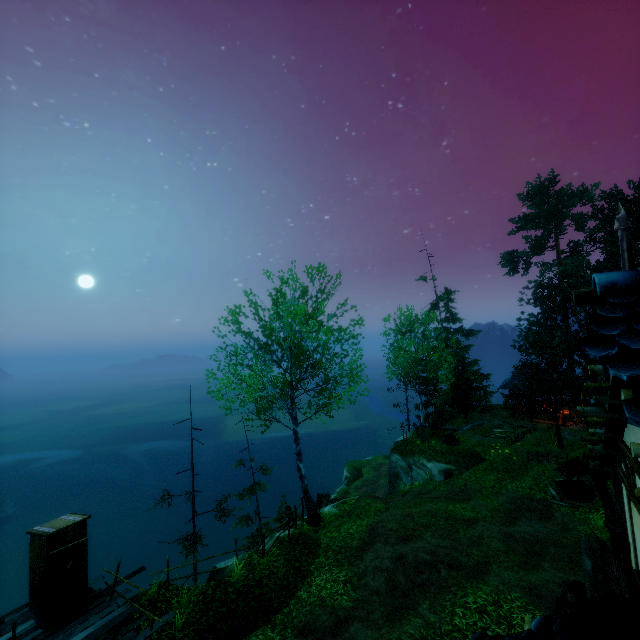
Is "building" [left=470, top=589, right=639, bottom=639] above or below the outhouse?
above

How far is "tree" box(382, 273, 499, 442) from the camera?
23.9 meters

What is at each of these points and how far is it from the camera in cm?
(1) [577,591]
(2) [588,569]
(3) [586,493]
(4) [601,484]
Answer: (1) cart, 791
(2) window shutters, 428
(3) well, 1596
(4) drain pipe, 494

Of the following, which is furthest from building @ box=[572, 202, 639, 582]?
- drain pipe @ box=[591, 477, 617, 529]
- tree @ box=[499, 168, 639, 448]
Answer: tree @ box=[499, 168, 639, 448]

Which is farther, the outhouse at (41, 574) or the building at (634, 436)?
the outhouse at (41, 574)

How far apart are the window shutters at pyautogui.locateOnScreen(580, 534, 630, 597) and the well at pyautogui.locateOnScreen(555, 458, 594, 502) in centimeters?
1528cm

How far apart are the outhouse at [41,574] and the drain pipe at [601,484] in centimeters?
1343cm

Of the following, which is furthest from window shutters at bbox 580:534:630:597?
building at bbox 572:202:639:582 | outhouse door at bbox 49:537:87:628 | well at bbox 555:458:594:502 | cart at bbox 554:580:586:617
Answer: well at bbox 555:458:594:502
